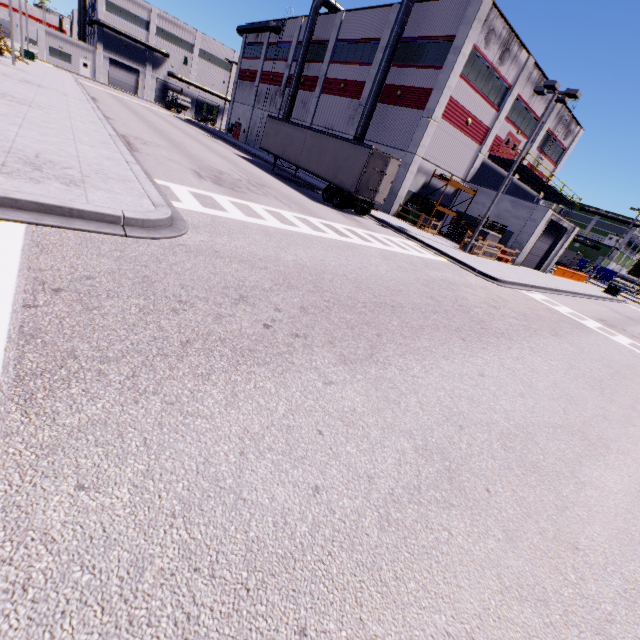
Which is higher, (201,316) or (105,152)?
(105,152)

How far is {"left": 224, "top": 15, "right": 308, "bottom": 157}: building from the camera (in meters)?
38.56

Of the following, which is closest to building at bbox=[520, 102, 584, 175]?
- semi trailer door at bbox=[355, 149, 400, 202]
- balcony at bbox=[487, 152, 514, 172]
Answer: balcony at bbox=[487, 152, 514, 172]

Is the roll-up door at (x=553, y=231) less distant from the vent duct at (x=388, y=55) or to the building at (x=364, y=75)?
the building at (x=364, y=75)

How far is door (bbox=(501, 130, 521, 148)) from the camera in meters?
30.2

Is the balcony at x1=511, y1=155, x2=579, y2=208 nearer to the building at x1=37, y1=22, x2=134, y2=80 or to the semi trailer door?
the building at x1=37, y1=22, x2=134, y2=80

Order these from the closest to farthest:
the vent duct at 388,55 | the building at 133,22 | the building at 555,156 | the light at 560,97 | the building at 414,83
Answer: the light at 560,97, the building at 414,83, the vent duct at 388,55, the building at 555,156, the building at 133,22

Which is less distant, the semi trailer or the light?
the light
